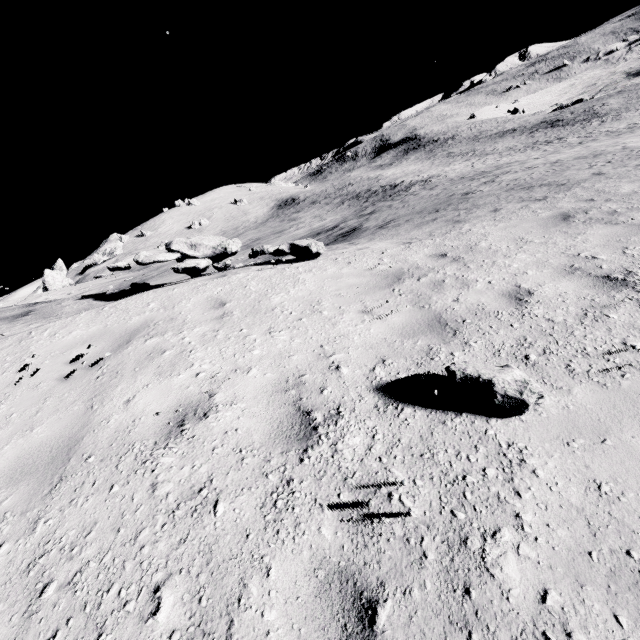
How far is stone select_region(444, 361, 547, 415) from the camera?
2.51m

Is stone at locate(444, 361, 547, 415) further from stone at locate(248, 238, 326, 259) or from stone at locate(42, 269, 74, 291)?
stone at locate(42, 269, 74, 291)

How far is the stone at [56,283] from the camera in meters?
44.2

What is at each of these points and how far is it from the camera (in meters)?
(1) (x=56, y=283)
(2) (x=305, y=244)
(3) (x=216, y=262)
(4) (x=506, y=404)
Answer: (1) stone, 44.88
(2) stone, 6.60
(3) stone, 8.02
(4) stone, 2.57

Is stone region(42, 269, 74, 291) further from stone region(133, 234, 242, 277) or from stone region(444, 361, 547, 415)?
stone region(444, 361, 547, 415)

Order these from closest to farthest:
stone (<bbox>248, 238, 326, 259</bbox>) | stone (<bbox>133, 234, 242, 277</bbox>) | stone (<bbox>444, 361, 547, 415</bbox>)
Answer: stone (<bbox>444, 361, 547, 415</bbox>)
stone (<bbox>133, 234, 242, 277</bbox>)
stone (<bbox>248, 238, 326, 259</bbox>)

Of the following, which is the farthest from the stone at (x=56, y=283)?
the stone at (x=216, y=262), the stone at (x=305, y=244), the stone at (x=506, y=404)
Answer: the stone at (x=506, y=404)

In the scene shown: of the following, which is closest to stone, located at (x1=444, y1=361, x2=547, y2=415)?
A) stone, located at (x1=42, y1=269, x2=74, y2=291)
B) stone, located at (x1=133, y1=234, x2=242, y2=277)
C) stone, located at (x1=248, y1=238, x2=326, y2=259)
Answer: stone, located at (x1=248, y1=238, x2=326, y2=259)
